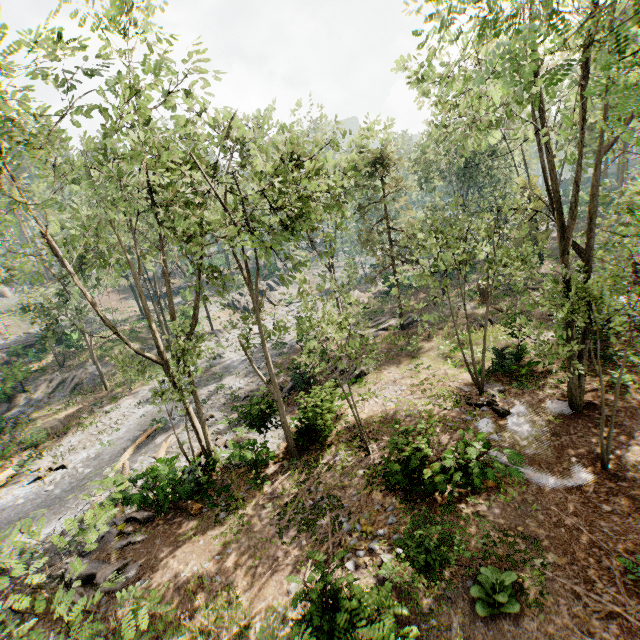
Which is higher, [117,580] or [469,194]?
[469,194]

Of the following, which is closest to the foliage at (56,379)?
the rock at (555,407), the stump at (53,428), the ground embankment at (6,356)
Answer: the ground embankment at (6,356)

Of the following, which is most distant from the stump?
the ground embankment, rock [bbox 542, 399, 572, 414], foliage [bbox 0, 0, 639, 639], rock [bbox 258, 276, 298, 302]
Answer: rock [bbox 542, 399, 572, 414]

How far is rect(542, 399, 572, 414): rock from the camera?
13.4 meters

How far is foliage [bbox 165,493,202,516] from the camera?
12.7m

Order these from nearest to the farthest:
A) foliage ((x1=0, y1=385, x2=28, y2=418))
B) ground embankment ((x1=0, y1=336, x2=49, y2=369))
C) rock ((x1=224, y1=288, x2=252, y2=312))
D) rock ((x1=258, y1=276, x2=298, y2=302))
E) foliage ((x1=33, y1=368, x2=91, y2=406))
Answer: foliage ((x1=0, y1=385, x2=28, y2=418)) < foliage ((x1=33, y1=368, x2=91, y2=406)) < ground embankment ((x1=0, y1=336, x2=49, y2=369)) < rock ((x1=224, y1=288, x2=252, y2=312)) < rock ((x1=258, y1=276, x2=298, y2=302))

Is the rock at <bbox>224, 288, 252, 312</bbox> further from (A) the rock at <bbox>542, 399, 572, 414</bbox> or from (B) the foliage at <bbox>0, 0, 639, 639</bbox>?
(A) the rock at <bbox>542, 399, 572, 414</bbox>

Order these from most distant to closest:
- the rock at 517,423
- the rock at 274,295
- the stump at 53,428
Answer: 1. the rock at 274,295
2. the stump at 53,428
3. the rock at 517,423
